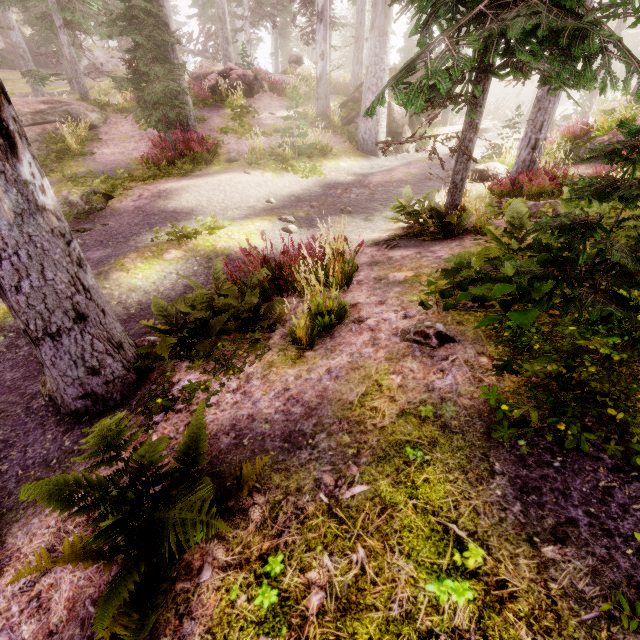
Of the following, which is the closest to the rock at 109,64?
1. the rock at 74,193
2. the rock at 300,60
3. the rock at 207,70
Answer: the rock at 300,60

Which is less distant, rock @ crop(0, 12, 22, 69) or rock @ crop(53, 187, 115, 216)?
rock @ crop(53, 187, 115, 216)

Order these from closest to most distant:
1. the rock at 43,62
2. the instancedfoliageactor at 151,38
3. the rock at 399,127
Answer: the instancedfoliageactor at 151,38
the rock at 399,127
the rock at 43,62

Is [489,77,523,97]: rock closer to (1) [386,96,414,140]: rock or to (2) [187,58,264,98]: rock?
(1) [386,96,414,140]: rock

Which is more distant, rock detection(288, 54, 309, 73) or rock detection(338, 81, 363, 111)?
rock detection(288, 54, 309, 73)

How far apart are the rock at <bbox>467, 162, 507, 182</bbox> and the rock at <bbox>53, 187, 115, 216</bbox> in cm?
1127

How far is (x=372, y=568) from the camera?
1.7 meters

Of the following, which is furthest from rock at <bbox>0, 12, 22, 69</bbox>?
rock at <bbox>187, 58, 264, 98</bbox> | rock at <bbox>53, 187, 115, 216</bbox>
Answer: rock at <bbox>53, 187, 115, 216</bbox>
